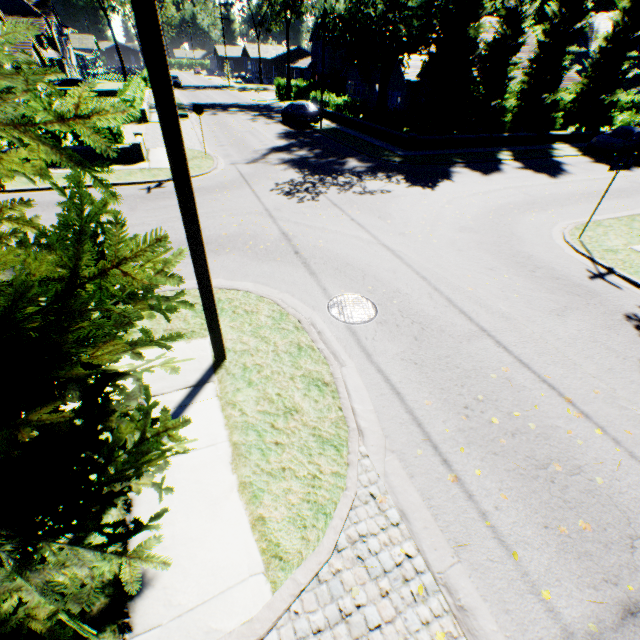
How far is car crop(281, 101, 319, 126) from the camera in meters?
26.0 m

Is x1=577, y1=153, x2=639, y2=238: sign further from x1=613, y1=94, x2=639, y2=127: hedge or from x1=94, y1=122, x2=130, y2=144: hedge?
x1=94, y1=122, x2=130, y2=144: hedge

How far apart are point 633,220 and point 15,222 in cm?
1756

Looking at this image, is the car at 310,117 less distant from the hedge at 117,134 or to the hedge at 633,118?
the hedge at 117,134

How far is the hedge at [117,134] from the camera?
15.20m

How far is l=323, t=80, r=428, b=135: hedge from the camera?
21.0m

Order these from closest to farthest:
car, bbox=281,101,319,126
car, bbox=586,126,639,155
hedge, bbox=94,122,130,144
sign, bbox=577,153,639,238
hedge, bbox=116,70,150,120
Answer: sign, bbox=577,153,639,238 < hedge, bbox=94,122,130,144 < car, bbox=586,126,639,155 < hedge, bbox=116,70,150,120 < car, bbox=281,101,319,126
